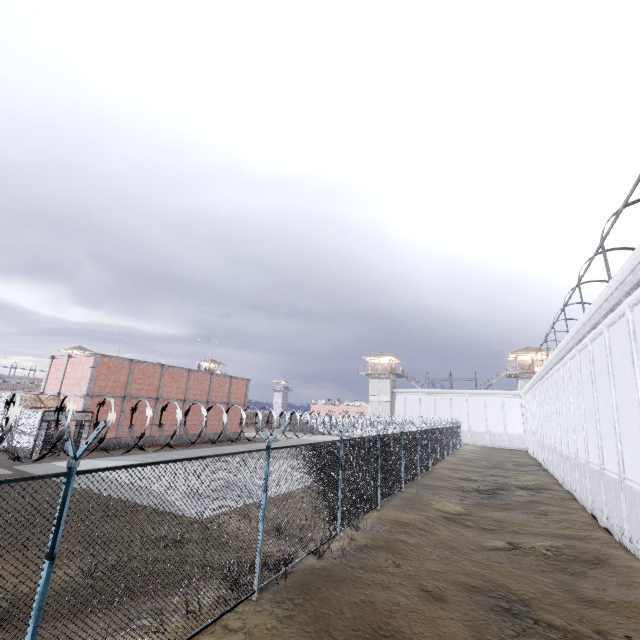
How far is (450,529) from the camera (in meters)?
11.88

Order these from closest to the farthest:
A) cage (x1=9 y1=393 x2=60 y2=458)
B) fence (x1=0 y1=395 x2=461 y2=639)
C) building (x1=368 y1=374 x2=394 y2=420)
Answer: fence (x1=0 y1=395 x2=461 y2=639)
cage (x1=9 y1=393 x2=60 y2=458)
building (x1=368 y1=374 x2=394 y2=420)

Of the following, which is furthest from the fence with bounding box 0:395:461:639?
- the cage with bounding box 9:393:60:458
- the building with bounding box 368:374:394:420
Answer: the building with bounding box 368:374:394:420

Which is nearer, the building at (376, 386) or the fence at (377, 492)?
the fence at (377, 492)

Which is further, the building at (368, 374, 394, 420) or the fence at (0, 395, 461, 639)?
the building at (368, 374, 394, 420)

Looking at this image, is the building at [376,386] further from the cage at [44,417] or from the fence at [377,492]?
the cage at [44,417]
